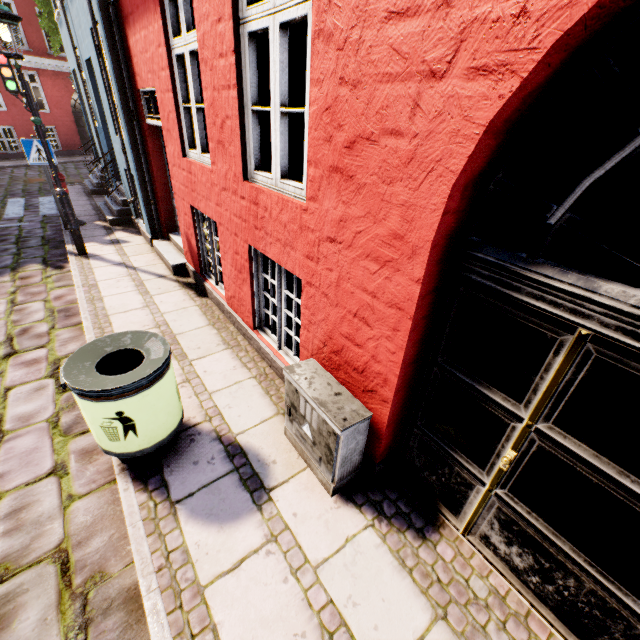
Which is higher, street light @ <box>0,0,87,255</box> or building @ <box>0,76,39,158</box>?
street light @ <box>0,0,87,255</box>

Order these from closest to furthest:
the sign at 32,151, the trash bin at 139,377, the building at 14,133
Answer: the trash bin at 139,377 → the sign at 32,151 → the building at 14,133

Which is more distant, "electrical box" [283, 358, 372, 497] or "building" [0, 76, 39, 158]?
"building" [0, 76, 39, 158]

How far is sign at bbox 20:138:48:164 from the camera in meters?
6.7

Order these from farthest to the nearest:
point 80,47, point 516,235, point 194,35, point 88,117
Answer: point 516,235
point 88,117
point 80,47
point 194,35

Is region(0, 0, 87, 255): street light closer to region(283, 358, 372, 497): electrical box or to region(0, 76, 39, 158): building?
region(0, 76, 39, 158): building

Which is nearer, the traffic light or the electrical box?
the electrical box

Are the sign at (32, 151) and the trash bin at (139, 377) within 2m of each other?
no
